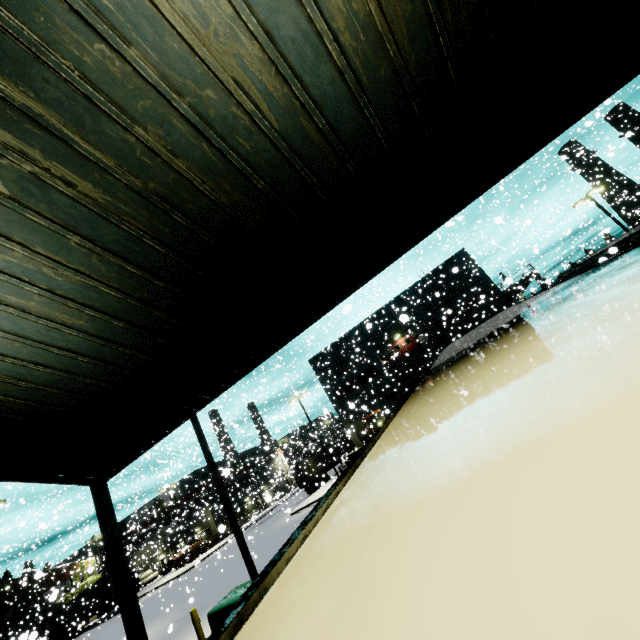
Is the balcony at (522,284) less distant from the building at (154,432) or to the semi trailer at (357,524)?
the building at (154,432)

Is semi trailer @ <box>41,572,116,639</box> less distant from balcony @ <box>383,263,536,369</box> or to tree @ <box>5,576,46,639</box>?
tree @ <box>5,576,46,639</box>

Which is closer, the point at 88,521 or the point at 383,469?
the point at 383,469

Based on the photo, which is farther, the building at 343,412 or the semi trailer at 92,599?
the semi trailer at 92,599

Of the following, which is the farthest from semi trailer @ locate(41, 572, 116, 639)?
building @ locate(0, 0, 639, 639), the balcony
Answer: the balcony

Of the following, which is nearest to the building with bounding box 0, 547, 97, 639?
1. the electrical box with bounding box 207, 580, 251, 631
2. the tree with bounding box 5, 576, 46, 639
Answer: the tree with bounding box 5, 576, 46, 639

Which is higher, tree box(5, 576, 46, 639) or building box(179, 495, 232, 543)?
tree box(5, 576, 46, 639)
